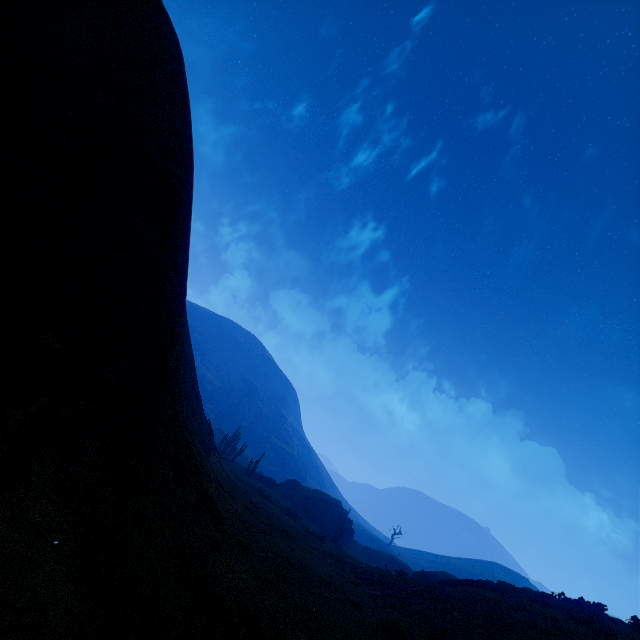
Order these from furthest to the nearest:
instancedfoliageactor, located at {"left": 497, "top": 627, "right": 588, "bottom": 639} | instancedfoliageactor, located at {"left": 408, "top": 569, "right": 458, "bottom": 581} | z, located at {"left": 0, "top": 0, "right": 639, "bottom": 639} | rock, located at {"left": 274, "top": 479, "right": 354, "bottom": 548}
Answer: rock, located at {"left": 274, "top": 479, "right": 354, "bottom": 548}, instancedfoliageactor, located at {"left": 408, "top": 569, "right": 458, "bottom": 581}, instancedfoliageactor, located at {"left": 497, "top": 627, "right": 588, "bottom": 639}, z, located at {"left": 0, "top": 0, "right": 639, "bottom": 639}

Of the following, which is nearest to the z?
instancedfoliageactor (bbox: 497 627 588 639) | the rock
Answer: instancedfoliageactor (bbox: 497 627 588 639)

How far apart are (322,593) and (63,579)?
11.3m

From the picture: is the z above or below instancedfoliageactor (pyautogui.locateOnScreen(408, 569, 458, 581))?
below

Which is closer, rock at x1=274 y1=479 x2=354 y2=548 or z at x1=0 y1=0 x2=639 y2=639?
z at x1=0 y1=0 x2=639 y2=639

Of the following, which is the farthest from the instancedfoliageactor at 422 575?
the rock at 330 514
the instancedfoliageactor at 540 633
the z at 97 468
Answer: the instancedfoliageactor at 540 633

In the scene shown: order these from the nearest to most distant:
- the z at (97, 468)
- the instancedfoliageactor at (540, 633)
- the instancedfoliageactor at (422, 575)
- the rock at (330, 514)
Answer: the z at (97, 468), the instancedfoliageactor at (540, 633), the instancedfoliageactor at (422, 575), the rock at (330, 514)
